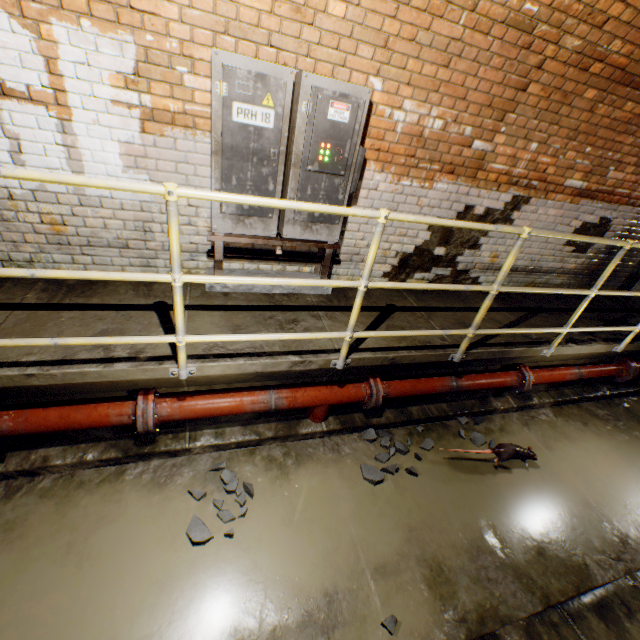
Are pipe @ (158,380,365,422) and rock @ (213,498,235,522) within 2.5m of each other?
yes

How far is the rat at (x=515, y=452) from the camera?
3.1m

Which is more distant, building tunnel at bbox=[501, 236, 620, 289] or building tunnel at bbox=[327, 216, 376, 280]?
building tunnel at bbox=[501, 236, 620, 289]

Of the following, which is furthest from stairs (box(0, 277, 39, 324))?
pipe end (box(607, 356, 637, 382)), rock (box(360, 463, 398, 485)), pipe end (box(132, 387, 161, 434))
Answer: pipe end (box(607, 356, 637, 382))

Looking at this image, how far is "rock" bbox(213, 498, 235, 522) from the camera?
2.4 meters

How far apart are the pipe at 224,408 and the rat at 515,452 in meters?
0.5

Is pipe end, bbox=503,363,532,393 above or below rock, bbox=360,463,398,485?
above

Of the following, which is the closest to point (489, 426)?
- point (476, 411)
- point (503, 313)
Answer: point (476, 411)
